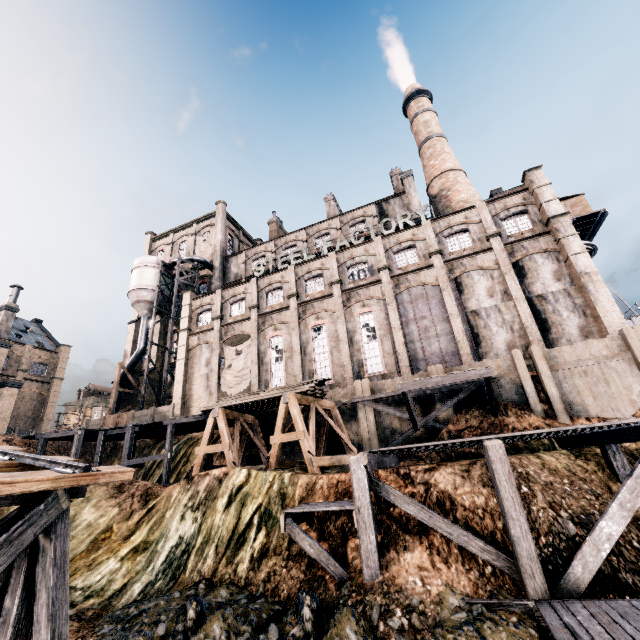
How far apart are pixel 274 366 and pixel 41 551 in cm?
2369

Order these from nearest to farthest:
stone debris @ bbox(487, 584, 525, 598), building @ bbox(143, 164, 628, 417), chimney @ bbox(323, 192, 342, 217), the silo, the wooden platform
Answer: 1. stone debris @ bbox(487, 584, 525, 598)
2. the wooden platform
3. building @ bbox(143, 164, 628, 417)
4. the silo
5. chimney @ bbox(323, 192, 342, 217)

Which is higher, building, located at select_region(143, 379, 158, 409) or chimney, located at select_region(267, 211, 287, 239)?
chimney, located at select_region(267, 211, 287, 239)

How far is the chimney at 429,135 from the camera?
36.03m

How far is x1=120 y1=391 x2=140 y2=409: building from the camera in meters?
40.3

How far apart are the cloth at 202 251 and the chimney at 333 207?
16.2m

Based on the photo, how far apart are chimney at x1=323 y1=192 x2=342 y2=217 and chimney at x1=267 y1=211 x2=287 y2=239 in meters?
7.5

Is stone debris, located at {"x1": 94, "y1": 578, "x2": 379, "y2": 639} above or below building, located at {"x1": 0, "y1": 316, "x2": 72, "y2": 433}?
below
